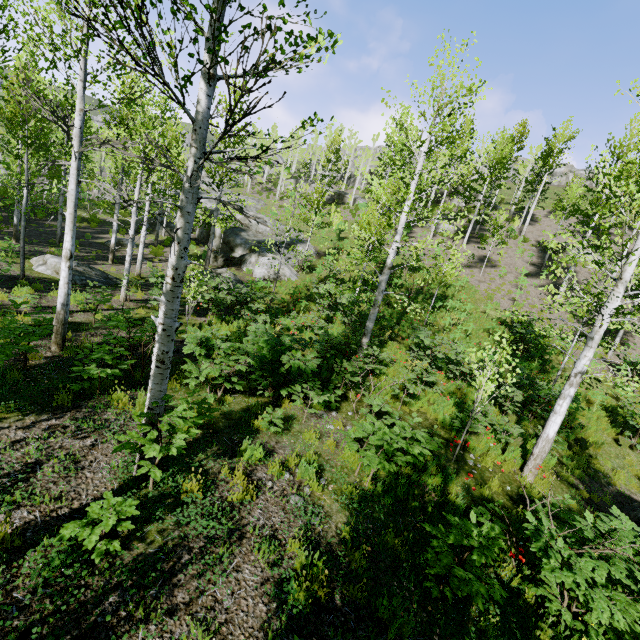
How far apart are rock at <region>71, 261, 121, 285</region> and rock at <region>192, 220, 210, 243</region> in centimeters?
1250cm

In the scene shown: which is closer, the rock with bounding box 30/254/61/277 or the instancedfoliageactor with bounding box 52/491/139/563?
the instancedfoliageactor with bounding box 52/491/139/563

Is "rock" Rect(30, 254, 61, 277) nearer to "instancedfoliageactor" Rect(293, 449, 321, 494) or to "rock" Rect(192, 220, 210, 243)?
"instancedfoliageactor" Rect(293, 449, 321, 494)

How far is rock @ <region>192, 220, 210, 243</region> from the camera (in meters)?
27.48

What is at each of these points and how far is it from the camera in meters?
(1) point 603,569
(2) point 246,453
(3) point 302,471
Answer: (1) instancedfoliageactor, 4.0
(2) instancedfoliageactor, 5.5
(3) instancedfoliageactor, 5.5

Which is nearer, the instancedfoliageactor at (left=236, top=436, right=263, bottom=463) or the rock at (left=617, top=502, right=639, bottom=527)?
the instancedfoliageactor at (left=236, top=436, right=263, bottom=463)

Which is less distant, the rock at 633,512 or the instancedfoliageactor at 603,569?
the instancedfoliageactor at 603,569

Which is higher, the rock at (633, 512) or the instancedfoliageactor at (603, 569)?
the instancedfoliageactor at (603, 569)
